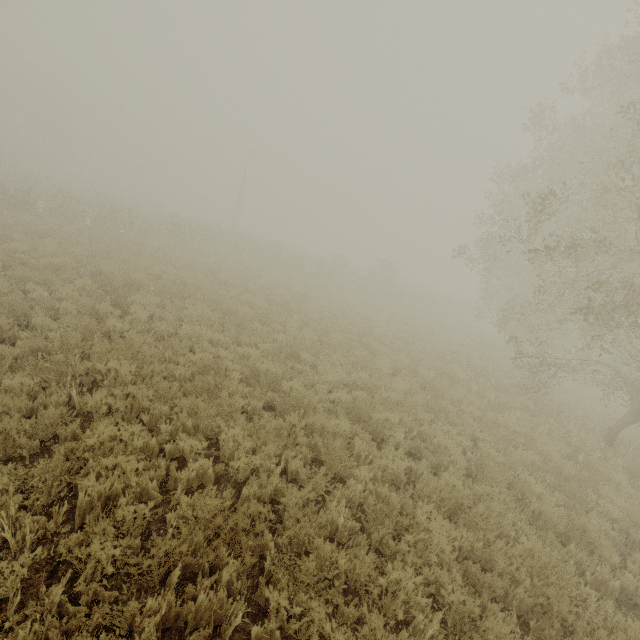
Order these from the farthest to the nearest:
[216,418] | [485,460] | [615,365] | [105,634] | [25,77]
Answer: [25,77] → [615,365] → [485,460] → [216,418] → [105,634]
